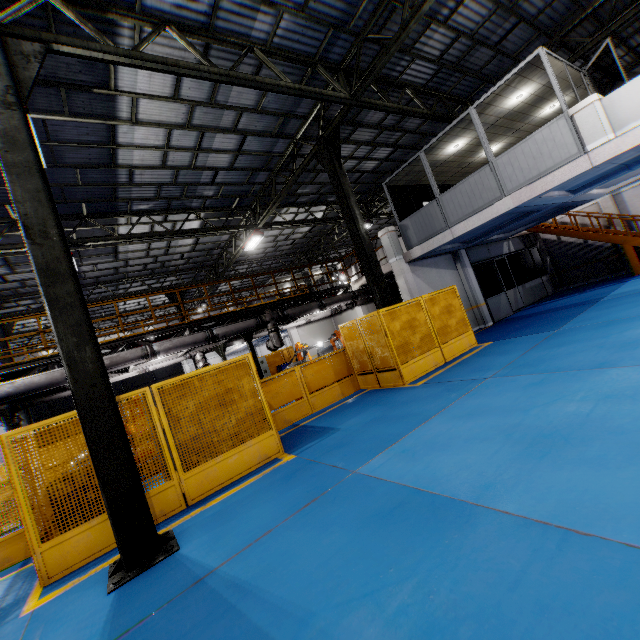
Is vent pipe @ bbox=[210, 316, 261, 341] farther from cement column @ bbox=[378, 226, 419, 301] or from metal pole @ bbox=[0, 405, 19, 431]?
metal pole @ bbox=[0, 405, 19, 431]

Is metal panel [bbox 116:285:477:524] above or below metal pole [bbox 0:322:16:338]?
below

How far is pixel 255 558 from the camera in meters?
3.5 m

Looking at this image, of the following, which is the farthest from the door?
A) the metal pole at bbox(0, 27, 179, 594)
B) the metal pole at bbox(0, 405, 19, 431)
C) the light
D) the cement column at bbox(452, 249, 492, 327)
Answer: the metal pole at bbox(0, 405, 19, 431)

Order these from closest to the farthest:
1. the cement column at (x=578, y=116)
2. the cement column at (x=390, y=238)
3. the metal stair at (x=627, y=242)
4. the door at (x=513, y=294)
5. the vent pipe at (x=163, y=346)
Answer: the cement column at (x=578, y=116) < the vent pipe at (x=163, y=346) < the cement column at (x=390, y=238) < the metal stair at (x=627, y=242) < the door at (x=513, y=294)

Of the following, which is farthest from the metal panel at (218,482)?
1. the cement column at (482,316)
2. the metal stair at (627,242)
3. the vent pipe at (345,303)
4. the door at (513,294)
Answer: the metal stair at (627,242)

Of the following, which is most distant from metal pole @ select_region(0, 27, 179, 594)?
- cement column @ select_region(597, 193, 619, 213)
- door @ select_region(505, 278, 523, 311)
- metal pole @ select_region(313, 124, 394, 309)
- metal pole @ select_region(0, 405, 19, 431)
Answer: cement column @ select_region(597, 193, 619, 213)

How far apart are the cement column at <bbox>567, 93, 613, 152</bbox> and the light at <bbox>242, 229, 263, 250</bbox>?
11.7m
